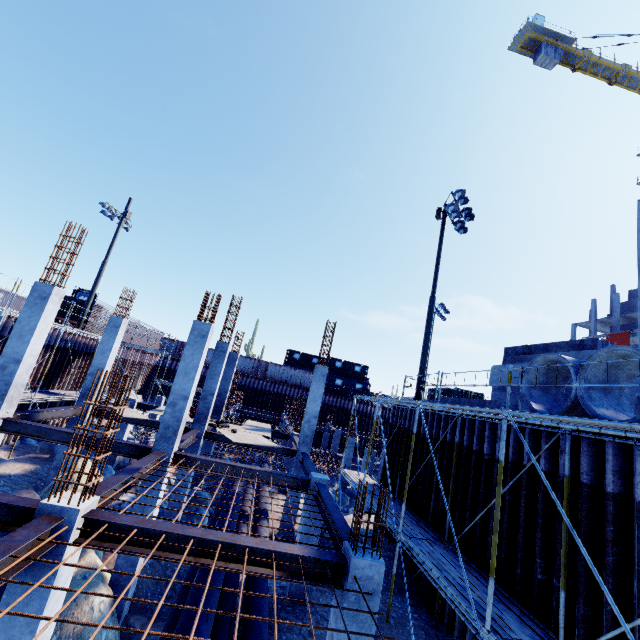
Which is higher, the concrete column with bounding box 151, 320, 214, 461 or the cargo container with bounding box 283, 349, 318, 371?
the cargo container with bounding box 283, 349, 318, 371

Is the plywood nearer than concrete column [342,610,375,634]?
No

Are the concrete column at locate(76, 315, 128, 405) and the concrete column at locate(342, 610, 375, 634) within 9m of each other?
no

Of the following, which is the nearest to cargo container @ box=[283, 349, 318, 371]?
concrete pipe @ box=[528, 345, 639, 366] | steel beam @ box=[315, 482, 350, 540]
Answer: steel beam @ box=[315, 482, 350, 540]

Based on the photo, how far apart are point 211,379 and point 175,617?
9.1 meters

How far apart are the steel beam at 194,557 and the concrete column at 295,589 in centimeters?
452cm

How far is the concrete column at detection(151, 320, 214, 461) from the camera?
9.8m

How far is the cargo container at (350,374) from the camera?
43.0m
